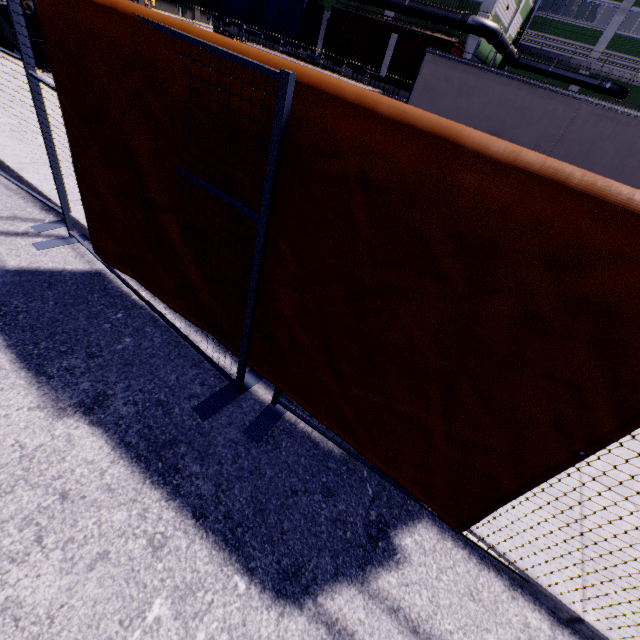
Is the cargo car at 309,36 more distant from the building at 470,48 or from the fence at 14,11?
the fence at 14,11

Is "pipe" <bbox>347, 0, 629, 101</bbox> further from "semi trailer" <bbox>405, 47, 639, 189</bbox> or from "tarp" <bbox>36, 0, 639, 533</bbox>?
"tarp" <bbox>36, 0, 639, 533</bbox>

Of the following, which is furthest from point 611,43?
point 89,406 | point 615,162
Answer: point 89,406

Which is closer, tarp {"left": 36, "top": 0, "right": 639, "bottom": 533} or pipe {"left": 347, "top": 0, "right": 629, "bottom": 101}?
tarp {"left": 36, "top": 0, "right": 639, "bottom": 533}

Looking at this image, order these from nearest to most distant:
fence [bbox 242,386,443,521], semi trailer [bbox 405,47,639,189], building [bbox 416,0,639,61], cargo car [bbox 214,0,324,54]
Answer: fence [bbox 242,386,443,521] → semi trailer [bbox 405,47,639,189] → building [bbox 416,0,639,61] → cargo car [bbox 214,0,324,54]

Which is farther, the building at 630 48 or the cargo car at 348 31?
the building at 630 48

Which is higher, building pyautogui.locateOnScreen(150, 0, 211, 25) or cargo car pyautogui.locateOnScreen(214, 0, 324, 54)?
cargo car pyautogui.locateOnScreen(214, 0, 324, 54)

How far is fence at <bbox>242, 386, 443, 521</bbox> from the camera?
2.42m
